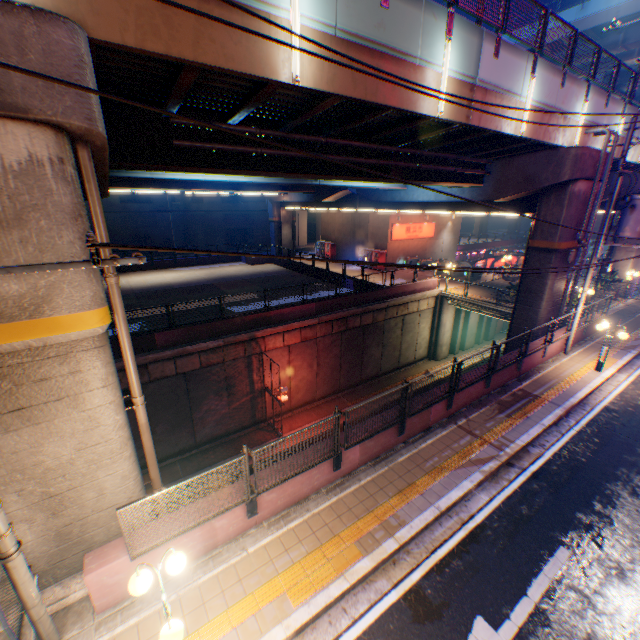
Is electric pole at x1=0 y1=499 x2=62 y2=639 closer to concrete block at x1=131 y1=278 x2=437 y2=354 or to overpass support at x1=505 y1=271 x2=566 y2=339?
overpass support at x1=505 y1=271 x2=566 y2=339

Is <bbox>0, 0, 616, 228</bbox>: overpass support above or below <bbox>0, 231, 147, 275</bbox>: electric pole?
above

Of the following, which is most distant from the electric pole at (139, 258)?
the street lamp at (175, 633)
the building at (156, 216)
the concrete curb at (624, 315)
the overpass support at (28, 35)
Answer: the building at (156, 216)

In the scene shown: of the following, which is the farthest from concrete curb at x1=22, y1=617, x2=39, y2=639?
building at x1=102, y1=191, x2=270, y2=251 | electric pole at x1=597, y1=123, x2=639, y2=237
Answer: building at x1=102, y1=191, x2=270, y2=251

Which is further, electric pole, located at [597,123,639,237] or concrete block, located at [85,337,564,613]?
electric pole, located at [597,123,639,237]

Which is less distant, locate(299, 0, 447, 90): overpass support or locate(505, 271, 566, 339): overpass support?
locate(299, 0, 447, 90): overpass support

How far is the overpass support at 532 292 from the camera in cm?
1670

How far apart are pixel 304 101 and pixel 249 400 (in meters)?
15.21
